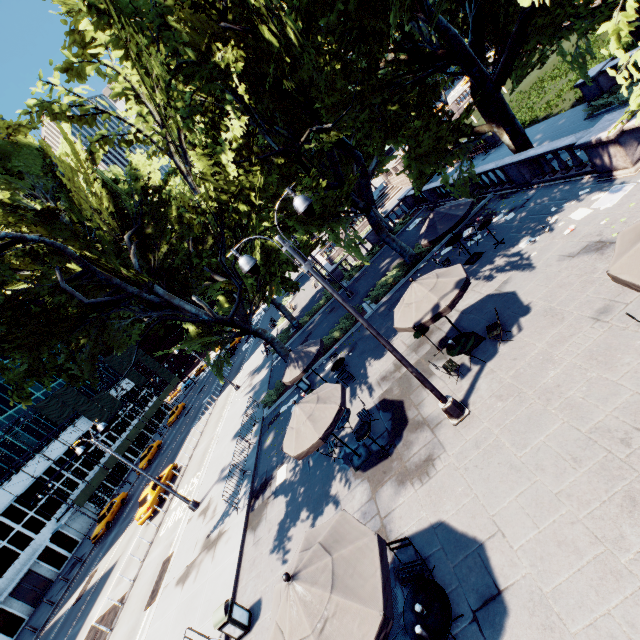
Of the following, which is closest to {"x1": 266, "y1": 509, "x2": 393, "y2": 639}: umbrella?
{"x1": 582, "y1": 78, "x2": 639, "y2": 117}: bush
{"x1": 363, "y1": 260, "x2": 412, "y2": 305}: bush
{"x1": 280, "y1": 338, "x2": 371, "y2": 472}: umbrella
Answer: {"x1": 280, "y1": 338, "x2": 371, "y2": 472}: umbrella

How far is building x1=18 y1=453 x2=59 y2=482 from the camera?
39.72m

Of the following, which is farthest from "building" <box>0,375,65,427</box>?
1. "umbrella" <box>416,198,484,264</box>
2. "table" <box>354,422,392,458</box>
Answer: "umbrella" <box>416,198,484,264</box>

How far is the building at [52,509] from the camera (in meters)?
38.16

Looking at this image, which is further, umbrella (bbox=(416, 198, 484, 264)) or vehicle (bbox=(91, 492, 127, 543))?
vehicle (bbox=(91, 492, 127, 543))

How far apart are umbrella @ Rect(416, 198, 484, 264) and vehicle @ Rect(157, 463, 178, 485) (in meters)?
25.91

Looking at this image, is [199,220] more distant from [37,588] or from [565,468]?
[37,588]

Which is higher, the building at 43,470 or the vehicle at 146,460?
the building at 43,470
